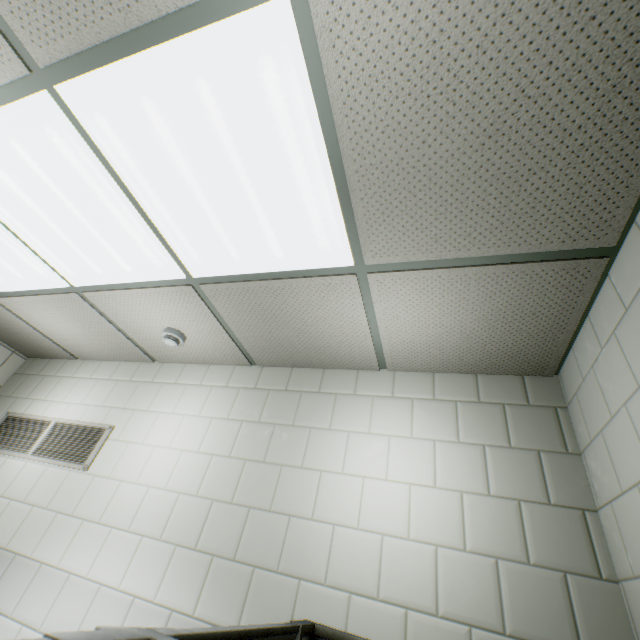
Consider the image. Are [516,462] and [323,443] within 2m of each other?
yes

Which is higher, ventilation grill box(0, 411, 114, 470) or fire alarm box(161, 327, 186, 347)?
fire alarm box(161, 327, 186, 347)

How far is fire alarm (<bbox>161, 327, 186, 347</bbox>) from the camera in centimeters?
231cm

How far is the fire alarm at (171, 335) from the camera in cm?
231

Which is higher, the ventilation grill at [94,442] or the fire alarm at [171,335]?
the fire alarm at [171,335]
